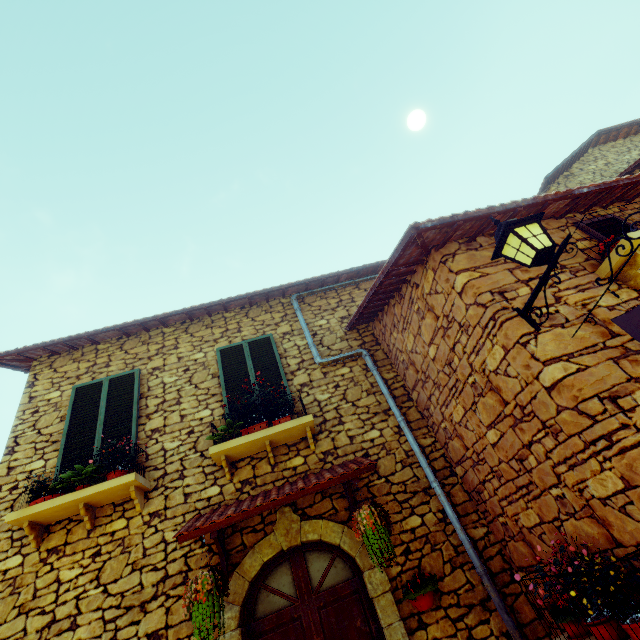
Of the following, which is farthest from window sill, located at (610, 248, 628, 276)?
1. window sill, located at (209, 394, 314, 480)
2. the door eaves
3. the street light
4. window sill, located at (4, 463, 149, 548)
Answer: window sill, located at (4, 463, 149, 548)

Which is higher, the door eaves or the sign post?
the door eaves

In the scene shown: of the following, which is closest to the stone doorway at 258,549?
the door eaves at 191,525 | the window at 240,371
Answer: the door eaves at 191,525

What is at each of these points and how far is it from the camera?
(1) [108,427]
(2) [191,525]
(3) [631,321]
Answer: (1) window, 5.2m
(2) door eaves, 3.9m
(3) sign post, 2.2m

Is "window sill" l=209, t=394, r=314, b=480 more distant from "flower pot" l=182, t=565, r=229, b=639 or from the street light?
the street light

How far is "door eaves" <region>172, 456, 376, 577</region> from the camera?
3.67m

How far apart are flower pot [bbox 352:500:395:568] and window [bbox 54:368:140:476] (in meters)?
3.42

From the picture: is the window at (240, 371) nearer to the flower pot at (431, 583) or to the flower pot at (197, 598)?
the flower pot at (197, 598)
